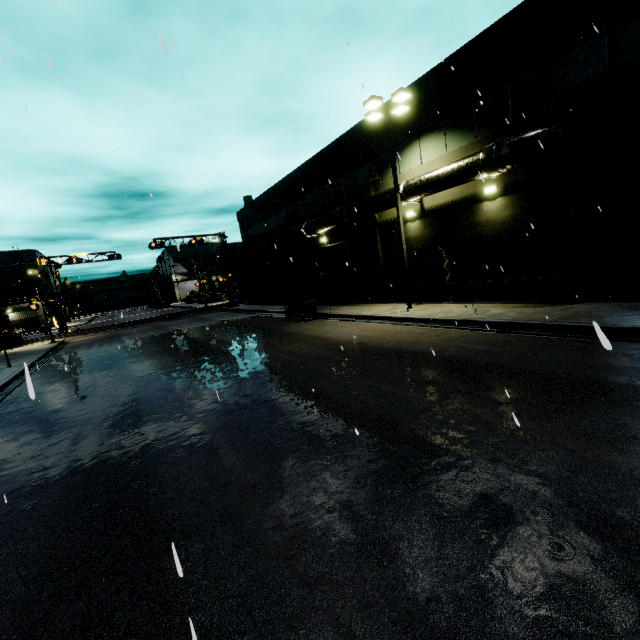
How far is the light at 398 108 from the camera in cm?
1433

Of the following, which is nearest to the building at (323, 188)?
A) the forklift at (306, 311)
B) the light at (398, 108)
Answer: the light at (398, 108)

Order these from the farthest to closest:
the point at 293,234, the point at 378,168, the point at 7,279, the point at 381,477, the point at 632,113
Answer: the point at 7,279
the point at 293,234
the point at 378,168
the point at 632,113
the point at 381,477

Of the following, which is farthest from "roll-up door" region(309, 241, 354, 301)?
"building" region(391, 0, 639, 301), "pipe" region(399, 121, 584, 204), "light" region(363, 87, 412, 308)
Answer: "light" region(363, 87, 412, 308)

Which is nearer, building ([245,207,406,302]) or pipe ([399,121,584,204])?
pipe ([399,121,584,204])

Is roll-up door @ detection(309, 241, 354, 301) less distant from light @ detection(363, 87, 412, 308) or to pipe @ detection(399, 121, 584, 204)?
pipe @ detection(399, 121, 584, 204)

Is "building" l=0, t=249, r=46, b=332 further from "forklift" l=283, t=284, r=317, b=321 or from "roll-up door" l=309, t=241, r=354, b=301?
"forklift" l=283, t=284, r=317, b=321

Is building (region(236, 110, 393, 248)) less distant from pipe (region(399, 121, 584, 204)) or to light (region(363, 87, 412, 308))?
pipe (region(399, 121, 584, 204))
